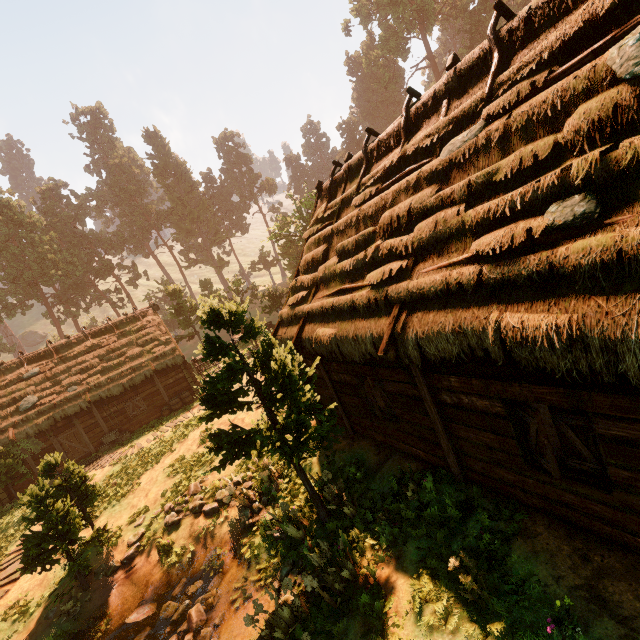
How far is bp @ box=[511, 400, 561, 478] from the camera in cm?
452

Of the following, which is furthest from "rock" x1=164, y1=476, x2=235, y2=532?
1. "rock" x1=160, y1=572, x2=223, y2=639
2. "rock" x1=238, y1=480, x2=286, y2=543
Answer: "rock" x1=160, y1=572, x2=223, y2=639

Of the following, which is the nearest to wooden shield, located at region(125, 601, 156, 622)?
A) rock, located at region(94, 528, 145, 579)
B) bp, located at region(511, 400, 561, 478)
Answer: rock, located at region(94, 528, 145, 579)

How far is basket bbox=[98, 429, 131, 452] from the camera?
20.4 meters

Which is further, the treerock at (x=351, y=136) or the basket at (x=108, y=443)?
the treerock at (x=351, y=136)

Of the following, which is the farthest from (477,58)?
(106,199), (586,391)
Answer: (106,199)

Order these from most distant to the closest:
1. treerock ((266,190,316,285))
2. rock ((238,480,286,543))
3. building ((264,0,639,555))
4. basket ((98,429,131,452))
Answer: treerock ((266,190,316,285)), basket ((98,429,131,452)), rock ((238,480,286,543)), building ((264,0,639,555))

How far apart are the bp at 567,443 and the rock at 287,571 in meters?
4.9 m
